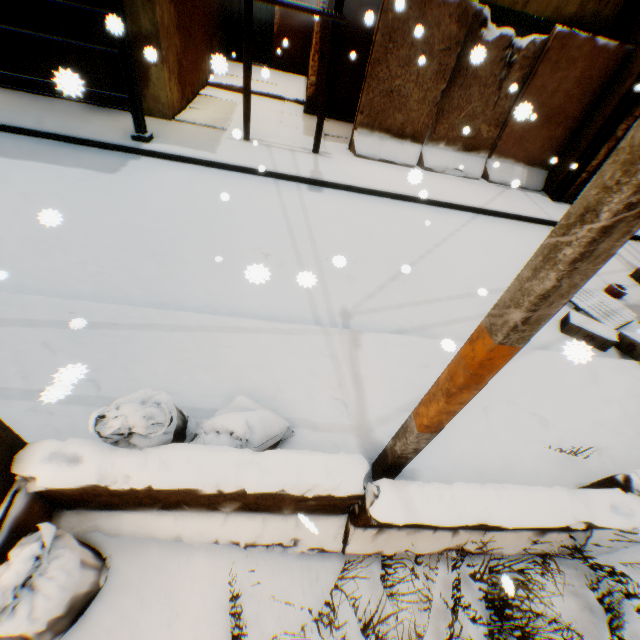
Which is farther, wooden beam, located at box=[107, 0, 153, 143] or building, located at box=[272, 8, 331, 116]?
building, located at box=[272, 8, 331, 116]

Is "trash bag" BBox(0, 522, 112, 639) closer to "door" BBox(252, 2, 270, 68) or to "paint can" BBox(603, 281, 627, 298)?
"paint can" BBox(603, 281, 627, 298)

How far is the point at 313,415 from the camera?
3.4 meters

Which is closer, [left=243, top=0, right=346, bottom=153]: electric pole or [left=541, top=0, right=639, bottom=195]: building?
[left=243, top=0, right=346, bottom=153]: electric pole

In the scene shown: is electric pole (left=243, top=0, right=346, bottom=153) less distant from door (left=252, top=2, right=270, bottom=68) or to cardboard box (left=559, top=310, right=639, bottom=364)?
cardboard box (left=559, top=310, right=639, bottom=364)

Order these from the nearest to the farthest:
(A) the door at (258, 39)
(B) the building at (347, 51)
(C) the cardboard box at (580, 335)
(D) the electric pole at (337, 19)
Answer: (C) the cardboard box at (580, 335) < (D) the electric pole at (337, 19) < (B) the building at (347, 51) < (A) the door at (258, 39)

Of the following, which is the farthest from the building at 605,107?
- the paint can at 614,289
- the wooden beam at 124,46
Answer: the paint can at 614,289

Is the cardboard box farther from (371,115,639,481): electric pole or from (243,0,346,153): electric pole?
(243,0,346,153): electric pole
